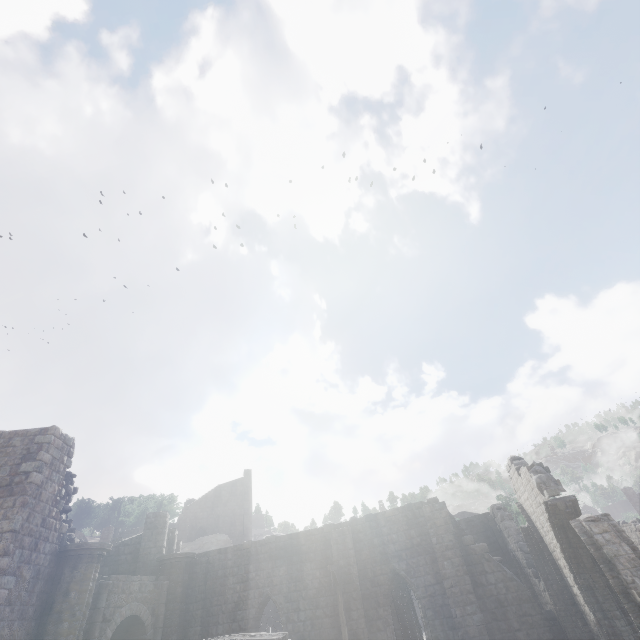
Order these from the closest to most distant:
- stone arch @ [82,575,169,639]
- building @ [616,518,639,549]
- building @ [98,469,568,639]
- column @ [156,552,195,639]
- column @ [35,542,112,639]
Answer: column @ [35,542,112,639] → stone arch @ [82,575,169,639] → building @ [98,469,568,639] → column @ [156,552,195,639] → building @ [616,518,639,549]

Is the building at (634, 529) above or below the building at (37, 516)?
below

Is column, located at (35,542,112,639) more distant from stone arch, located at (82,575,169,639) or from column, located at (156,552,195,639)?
column, located at (156,552,195,639)

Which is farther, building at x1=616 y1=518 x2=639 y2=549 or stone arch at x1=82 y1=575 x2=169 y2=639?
building at x1=616 y1=518 x2=639 y2=549

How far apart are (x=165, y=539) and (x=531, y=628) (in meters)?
21.12

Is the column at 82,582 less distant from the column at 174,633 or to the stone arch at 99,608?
the stone arch at 99,608

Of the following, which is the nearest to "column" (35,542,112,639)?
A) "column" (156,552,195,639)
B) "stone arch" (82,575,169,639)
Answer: "stone arch" (82,575,169,639)
